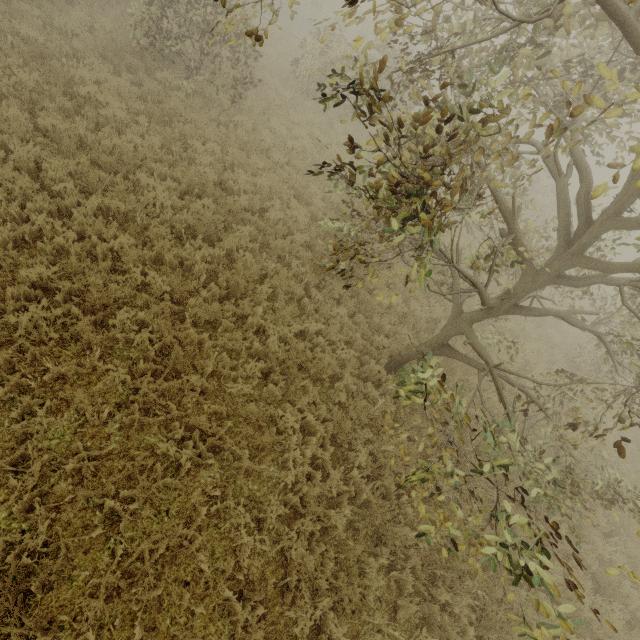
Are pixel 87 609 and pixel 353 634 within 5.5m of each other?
yes

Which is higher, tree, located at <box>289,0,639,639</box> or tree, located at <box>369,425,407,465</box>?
tree, located at <box>289,0,639,639</box>

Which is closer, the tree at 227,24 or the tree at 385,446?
the tree at 227,24

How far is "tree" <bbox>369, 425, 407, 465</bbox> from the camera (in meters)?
3.95

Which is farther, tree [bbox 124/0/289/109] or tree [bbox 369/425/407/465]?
tree [bbox 369/425/407/465]
